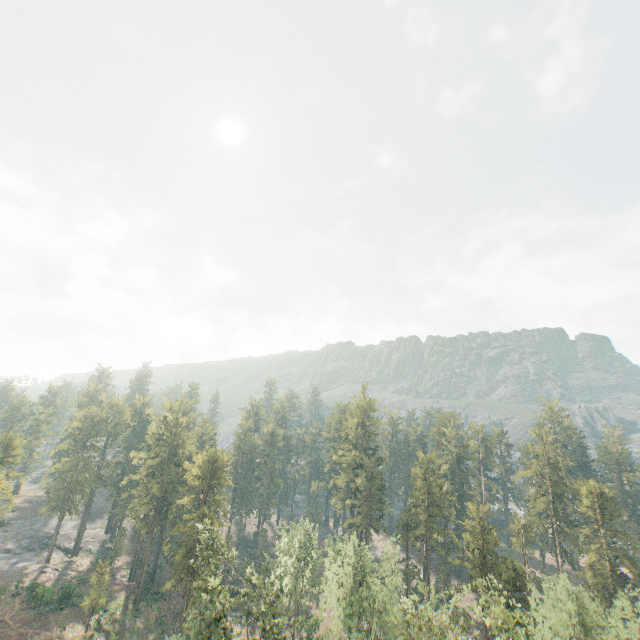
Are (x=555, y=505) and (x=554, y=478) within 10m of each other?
yes

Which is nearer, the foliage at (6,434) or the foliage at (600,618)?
the foliage at (600,618)

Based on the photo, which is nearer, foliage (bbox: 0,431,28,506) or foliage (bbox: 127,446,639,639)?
foliage (bbox: 127,446,639,639)
